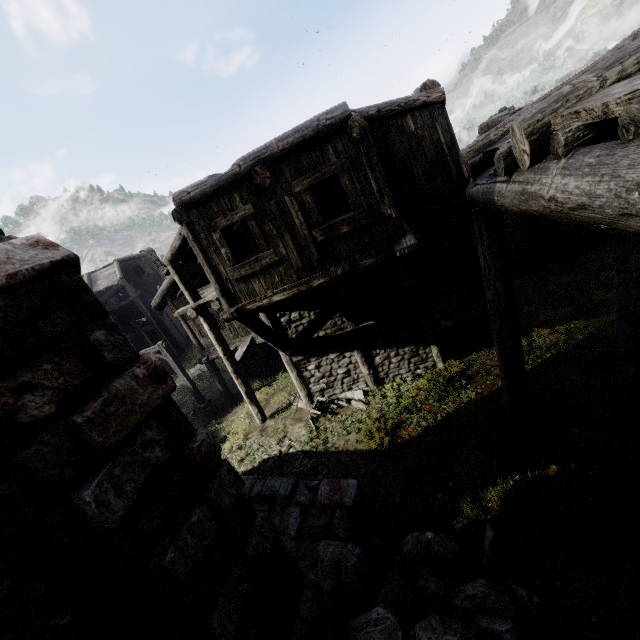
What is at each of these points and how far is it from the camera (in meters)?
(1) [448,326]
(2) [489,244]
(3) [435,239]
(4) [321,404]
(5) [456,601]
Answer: (1) rubble, 13.62
(2) building, 5.26
(3) wooden plank rubble, 10.22
(4) broken furniture, 11.59
(5) rubble, 4.24

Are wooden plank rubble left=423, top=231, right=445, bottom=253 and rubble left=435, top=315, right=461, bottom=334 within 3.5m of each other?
yes

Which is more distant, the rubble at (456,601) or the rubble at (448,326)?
the rubble at (448,326)

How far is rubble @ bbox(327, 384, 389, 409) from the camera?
10.9 meters

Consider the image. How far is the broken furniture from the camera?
11.18m

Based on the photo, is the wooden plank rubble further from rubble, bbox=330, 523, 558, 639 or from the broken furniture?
rubble, bbox=330, 523, 558, 639

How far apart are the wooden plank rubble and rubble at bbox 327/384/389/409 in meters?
4.0

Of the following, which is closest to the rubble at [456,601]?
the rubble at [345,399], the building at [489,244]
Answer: the building at [489,244]
